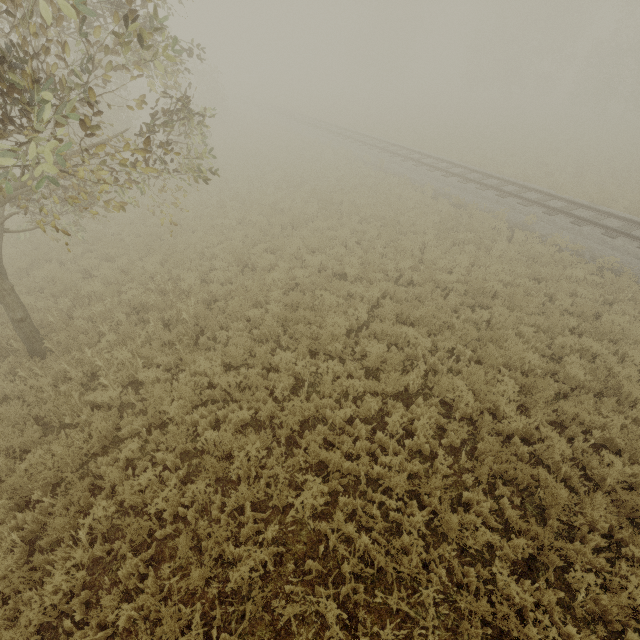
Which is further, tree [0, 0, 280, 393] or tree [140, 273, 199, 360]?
tree [140, 273, 199, 360]

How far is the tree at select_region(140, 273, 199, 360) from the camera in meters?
8.0 m

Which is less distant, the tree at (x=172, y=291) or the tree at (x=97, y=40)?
the tree at (x=97, y=40)

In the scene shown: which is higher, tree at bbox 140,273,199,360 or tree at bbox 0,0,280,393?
tree at bbox 0,0,280,393

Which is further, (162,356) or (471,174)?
(471,174)

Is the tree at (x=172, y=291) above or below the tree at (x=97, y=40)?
below
